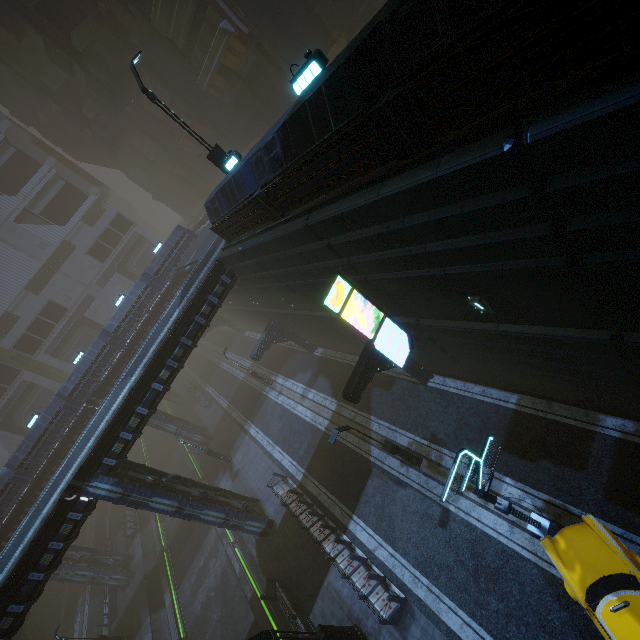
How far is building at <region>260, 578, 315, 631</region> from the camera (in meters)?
15.14

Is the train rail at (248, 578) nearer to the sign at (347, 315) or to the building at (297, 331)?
the building at (297, 331)

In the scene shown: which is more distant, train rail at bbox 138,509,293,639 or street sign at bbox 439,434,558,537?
train rail at bbox 138,509,293,639

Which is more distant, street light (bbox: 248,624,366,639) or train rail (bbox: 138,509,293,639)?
train rail (bbox: 138,509,293,639)

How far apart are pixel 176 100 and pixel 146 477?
33.72m

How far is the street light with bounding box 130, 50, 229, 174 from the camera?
12.3 meters

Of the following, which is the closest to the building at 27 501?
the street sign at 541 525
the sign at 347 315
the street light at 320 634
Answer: the sign at 347 315

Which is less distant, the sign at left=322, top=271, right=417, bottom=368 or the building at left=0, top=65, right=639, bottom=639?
the building at left=0, top=65, right=639, bottom=639
